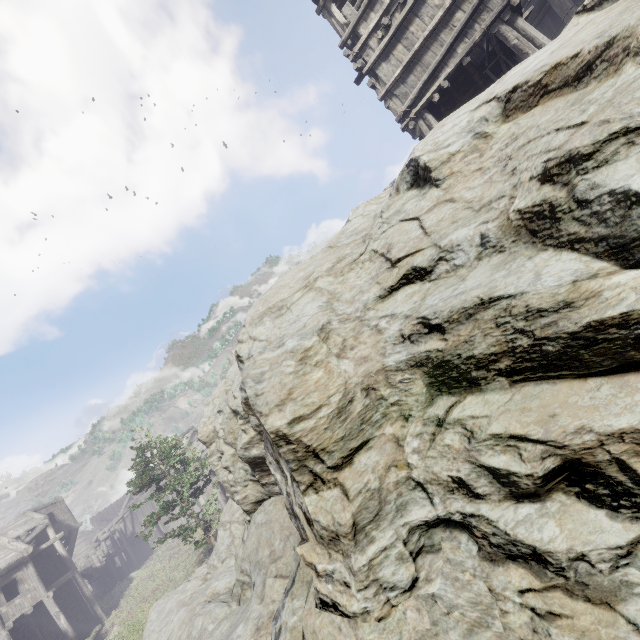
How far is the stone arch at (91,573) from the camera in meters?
35.6

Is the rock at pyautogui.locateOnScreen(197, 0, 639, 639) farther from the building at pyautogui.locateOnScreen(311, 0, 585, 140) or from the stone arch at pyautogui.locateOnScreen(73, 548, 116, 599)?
the stone arch at pyautogui.locateOnScreen(73, 548, 116, 599)

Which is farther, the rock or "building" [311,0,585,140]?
"building" [311,0,585,140]

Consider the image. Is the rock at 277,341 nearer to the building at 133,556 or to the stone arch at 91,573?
the building at 133,556

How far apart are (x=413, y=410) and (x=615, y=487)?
1.36m

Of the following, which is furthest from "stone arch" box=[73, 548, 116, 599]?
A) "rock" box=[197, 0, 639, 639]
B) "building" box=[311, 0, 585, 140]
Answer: "rock" box=[197, 0, 639, 639]
